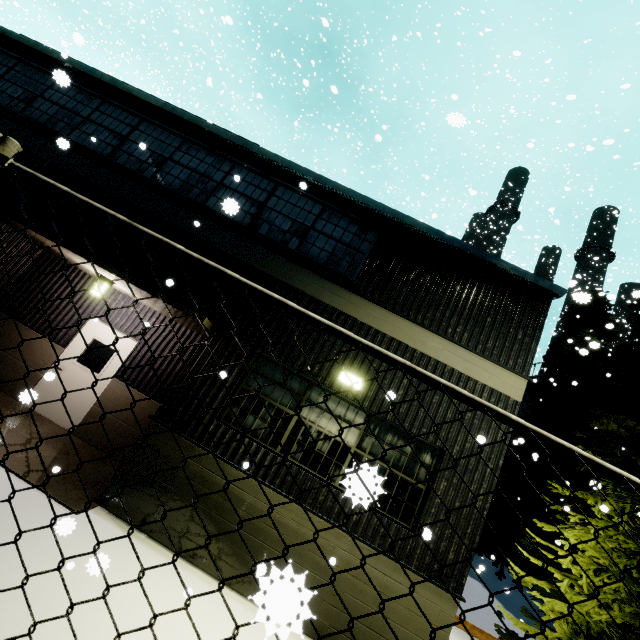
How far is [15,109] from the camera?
7.9 meters

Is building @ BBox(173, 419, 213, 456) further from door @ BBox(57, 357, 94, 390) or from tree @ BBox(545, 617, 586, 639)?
tree @ BBox(545, 617, 586, 639)

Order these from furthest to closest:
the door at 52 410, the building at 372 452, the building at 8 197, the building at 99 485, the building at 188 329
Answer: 1. the door at 52 410
2. the building at 8 197
3. the building at 188 329
4. the building at 372 452
5. the building at 99 485

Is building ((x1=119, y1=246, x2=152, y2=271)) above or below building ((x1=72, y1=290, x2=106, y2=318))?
above

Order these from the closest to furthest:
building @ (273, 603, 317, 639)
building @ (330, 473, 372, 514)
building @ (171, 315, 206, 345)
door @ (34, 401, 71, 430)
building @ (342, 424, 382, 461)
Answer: building @ (273, 603, 317, 639) → building @ (330, 473, 372, 514) → building @ (342, 424, 382, 461) → building @ (171, 315, 206, 345) → door @ (34, 401, 71, 430)

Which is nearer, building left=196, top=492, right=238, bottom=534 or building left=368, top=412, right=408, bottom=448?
building left=196, top=492, right=238, bottom=534

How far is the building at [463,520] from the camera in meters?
5.4 m

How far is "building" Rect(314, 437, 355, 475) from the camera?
5.79m
